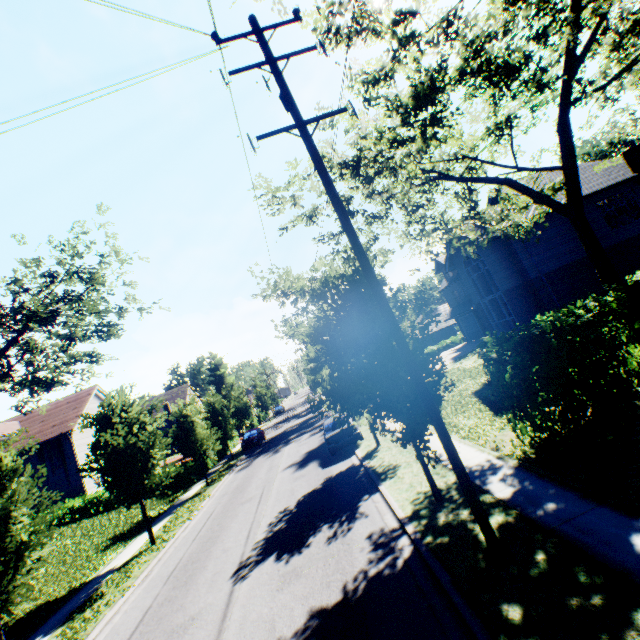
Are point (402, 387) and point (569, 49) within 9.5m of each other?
no

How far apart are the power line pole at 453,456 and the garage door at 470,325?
32.75m

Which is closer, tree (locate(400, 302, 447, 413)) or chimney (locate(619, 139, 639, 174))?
tree (locate(400, 302, 447, 413))

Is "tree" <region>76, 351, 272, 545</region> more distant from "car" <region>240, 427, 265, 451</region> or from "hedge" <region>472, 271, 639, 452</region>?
"car" <region>240, 427, 265, 451</region>

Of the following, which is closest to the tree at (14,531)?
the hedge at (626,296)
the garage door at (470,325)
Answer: the hedge at (626,296)

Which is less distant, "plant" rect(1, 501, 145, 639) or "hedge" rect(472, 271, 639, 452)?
"hedge" rect(472, 271, 639, 452)

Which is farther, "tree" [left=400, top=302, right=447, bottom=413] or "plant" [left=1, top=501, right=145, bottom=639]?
"plant" [left=1, top=501, right=145, bottom=639]

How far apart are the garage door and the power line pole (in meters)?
32.75
